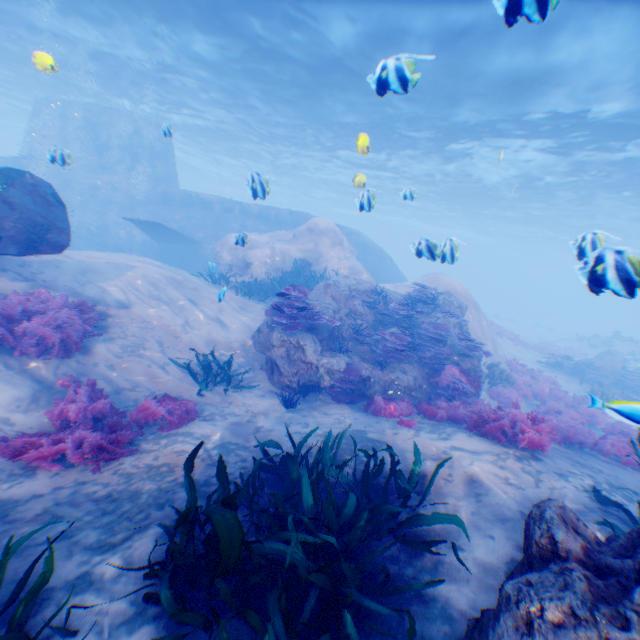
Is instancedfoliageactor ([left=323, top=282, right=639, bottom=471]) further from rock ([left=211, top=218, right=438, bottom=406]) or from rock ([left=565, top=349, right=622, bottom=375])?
rock ([left=565, top=349, right=622, bottom=375])

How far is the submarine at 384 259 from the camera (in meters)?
25.17

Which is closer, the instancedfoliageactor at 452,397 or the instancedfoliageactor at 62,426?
the instancedfoliageactor at 62,426

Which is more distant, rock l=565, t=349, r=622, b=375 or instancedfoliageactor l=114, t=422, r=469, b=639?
rock l=565, t=349, r=622, b=375

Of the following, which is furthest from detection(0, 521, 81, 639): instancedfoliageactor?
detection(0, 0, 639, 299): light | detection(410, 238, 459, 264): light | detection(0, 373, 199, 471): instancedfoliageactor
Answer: detection(0, 0, 639, 299): light

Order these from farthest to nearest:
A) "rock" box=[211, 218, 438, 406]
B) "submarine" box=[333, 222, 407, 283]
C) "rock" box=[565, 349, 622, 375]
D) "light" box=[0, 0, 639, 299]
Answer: "submarine" box=[333, 222, 407, 283] → "rock" box=[565, 349, 622, 375] → "light" box=[0, 0, 639, 299] → "rock" box=[211, 218, 438, 406]

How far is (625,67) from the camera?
11.8 meters

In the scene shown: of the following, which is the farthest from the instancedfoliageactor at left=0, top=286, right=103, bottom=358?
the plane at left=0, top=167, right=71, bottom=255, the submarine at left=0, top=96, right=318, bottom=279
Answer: the submarine at left=0, top=96, right=318, bottom=279
